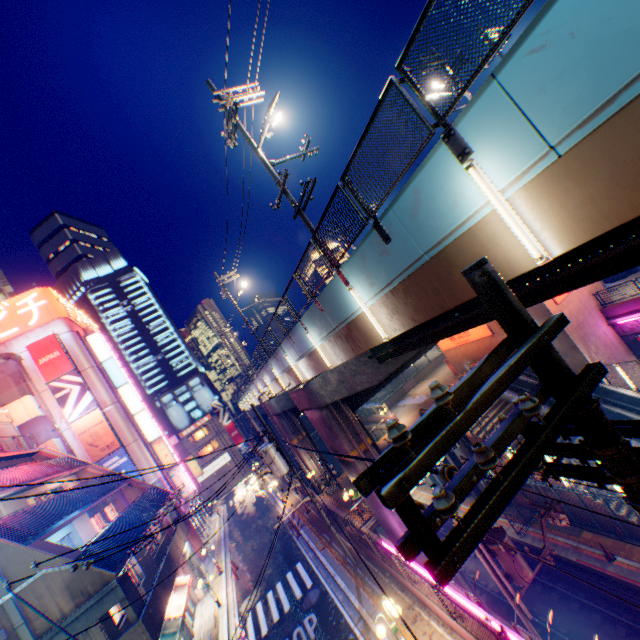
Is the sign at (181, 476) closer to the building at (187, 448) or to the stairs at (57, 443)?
the stairs at (57, 443)

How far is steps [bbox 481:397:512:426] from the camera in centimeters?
2256cm

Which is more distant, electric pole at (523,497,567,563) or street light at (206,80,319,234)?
electric pole at (523,497,567,563)

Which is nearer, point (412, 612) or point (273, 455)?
point (412, 612)

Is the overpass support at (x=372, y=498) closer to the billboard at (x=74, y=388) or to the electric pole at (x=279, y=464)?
the electric pole at (x=279, y=464)

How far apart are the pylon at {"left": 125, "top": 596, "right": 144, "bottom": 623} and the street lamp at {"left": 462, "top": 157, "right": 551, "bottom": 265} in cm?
1834

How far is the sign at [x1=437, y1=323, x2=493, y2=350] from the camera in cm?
2720

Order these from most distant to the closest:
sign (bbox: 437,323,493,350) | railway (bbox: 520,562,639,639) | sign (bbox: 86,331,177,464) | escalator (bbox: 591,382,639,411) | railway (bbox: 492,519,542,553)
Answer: sign (bbox: 86,331,177,464) < sign (bbox: 437,323,493,350) < escalator (bbox: 591,382,639,411) < railway (bbox: 492,519,542,553) < railway (bbox: 520,562,639,639)
